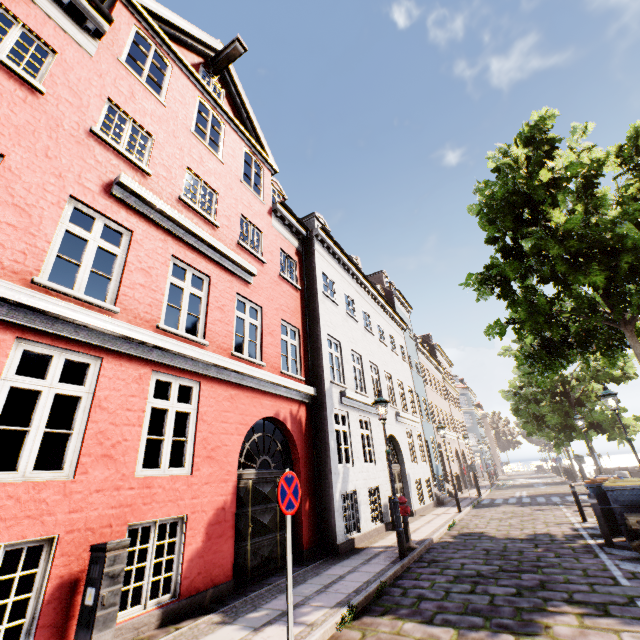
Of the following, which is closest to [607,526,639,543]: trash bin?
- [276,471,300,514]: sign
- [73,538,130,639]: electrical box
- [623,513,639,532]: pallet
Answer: [623,513,639,532]: pallet

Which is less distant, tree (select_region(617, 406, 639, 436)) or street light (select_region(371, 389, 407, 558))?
street light (select_region(371, 389, 407, 558))

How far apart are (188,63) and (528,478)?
49.8m

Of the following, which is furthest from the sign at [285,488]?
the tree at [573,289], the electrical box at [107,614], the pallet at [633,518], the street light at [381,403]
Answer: the tree at [573,289]

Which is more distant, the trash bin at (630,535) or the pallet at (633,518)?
the trash bin at (630,535)

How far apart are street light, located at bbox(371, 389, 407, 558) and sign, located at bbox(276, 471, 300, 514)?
4.50m

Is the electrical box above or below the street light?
below

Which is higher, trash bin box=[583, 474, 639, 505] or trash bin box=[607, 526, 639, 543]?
trash bin box=[583, 474, 639, 505]
